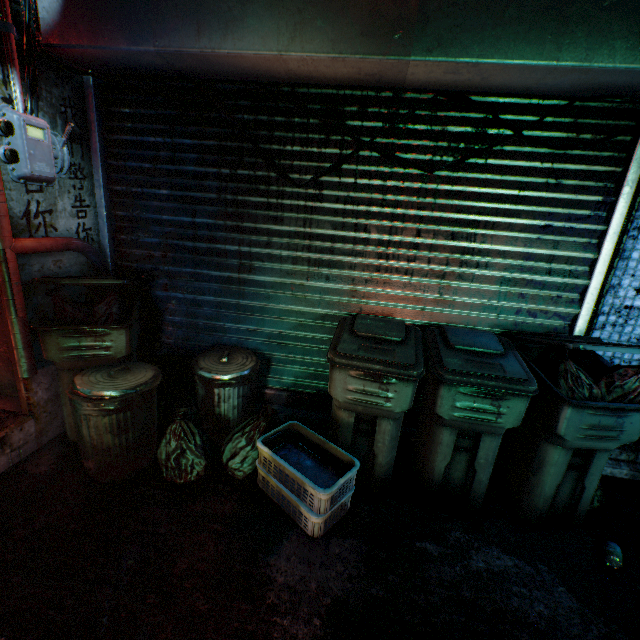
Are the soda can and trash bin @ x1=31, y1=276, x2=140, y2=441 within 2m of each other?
no

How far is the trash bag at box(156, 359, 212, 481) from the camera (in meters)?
1.96

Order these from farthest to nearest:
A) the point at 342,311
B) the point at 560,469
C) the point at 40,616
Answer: the point at 342,311, the point at 560,469, the point at 40,616

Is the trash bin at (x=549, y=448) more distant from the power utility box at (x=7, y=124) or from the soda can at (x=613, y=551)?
the power utility box at (x=7, y=124)

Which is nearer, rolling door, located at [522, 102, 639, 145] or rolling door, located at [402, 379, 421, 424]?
rolling door, located at [522, 102, 639, 145]

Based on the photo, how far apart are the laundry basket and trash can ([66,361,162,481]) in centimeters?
76cm

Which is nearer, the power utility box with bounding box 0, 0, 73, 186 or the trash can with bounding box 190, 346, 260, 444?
the power utility box with bounding box 0, 0, 73, 186

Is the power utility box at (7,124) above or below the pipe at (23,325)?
above
